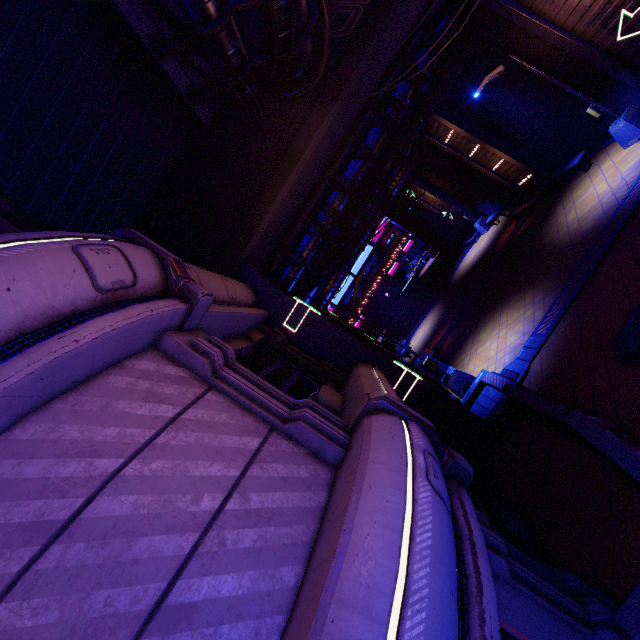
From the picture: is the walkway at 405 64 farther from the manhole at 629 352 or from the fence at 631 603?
the manhole at 629 352

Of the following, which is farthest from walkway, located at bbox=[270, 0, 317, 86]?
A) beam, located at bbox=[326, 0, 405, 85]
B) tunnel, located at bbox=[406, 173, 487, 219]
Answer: tunnel, located at bbox=[406, 173, 487, 219]

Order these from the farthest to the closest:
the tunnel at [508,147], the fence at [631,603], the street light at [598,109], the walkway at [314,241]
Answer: the tunnel at [508,147] < the walkway at [314,241] < the street light at [598,109] < the fence at [631,603]

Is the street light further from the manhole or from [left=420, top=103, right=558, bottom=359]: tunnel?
the manhole

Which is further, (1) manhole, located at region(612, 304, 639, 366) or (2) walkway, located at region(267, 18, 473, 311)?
(2) walkway, located at region(267, 18, 473, 311)

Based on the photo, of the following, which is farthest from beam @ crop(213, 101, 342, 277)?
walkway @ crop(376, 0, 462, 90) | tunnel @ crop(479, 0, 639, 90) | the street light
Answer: the street light

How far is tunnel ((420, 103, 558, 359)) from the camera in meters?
17.5 m

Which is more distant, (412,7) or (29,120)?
(412,7)
